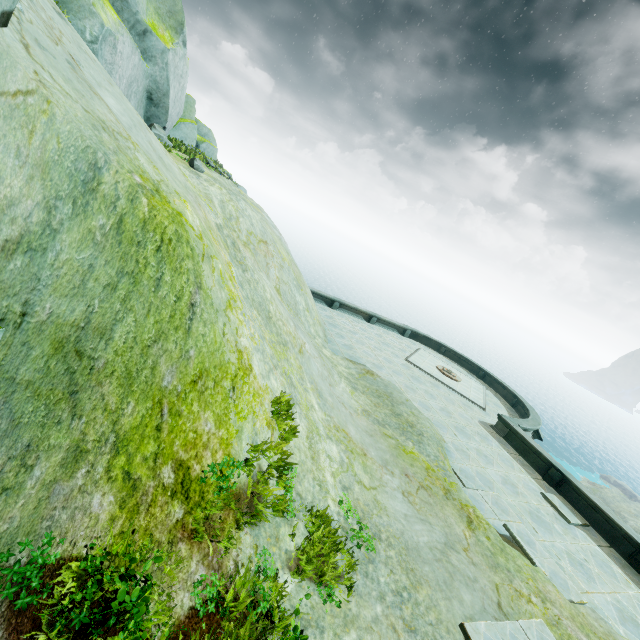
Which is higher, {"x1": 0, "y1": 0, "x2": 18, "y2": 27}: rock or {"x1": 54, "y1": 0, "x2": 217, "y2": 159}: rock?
{"x1": 54, "y1": 0, "x2": 217, "y2": 159}: rock

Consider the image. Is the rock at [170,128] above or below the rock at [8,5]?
above

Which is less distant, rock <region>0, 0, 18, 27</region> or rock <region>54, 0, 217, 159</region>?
rock <region>0, 0, 18, 27</region>

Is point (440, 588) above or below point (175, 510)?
below

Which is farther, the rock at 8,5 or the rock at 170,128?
the rock at 170,128
